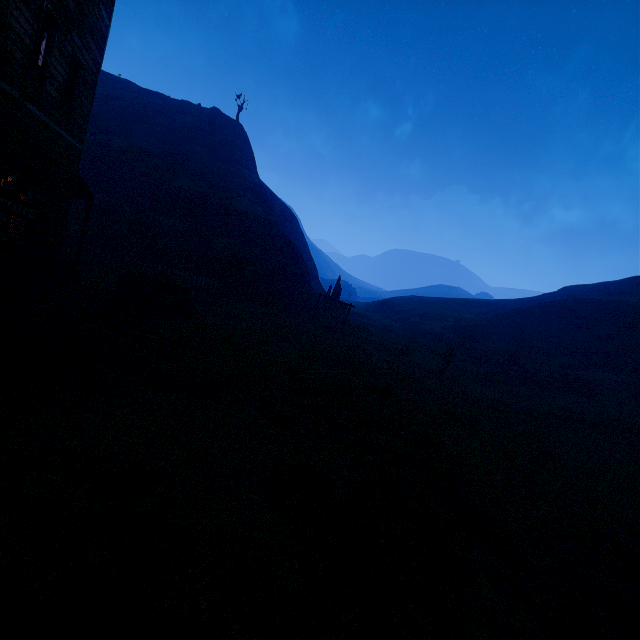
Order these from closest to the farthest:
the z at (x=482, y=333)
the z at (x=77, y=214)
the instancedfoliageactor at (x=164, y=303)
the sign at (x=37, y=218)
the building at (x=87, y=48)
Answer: the z at (x=482, y=333), the sign at (x=37, y=218), the building at (x=87, y=48), the instancedfoliageactor at (x=164, y=303), the z at (x=77, y=214)

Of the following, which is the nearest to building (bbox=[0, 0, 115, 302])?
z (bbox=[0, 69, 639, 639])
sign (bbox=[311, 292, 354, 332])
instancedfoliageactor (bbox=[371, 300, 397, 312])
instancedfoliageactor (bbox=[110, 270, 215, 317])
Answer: z (bbox=[0, 69, 639, 639])

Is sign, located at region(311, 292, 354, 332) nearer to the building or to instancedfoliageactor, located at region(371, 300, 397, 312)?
the building

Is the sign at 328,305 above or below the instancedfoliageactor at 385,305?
below

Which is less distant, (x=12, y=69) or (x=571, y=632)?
(x=571, y=632)

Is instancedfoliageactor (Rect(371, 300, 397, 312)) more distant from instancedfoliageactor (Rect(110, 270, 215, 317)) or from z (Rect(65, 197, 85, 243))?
instancedfoliageactor (Rect(110, 270, 215, 317))

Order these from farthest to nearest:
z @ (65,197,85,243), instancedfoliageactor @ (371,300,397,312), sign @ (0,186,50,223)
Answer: instancedfoliageactor @ (371,300,397,312) → z @ (65,197,85,243) → sign @ (0,186,50,223)

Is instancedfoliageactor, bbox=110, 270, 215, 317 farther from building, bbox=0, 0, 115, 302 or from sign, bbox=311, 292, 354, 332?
sign, bbox=311, 292, 354, 332
